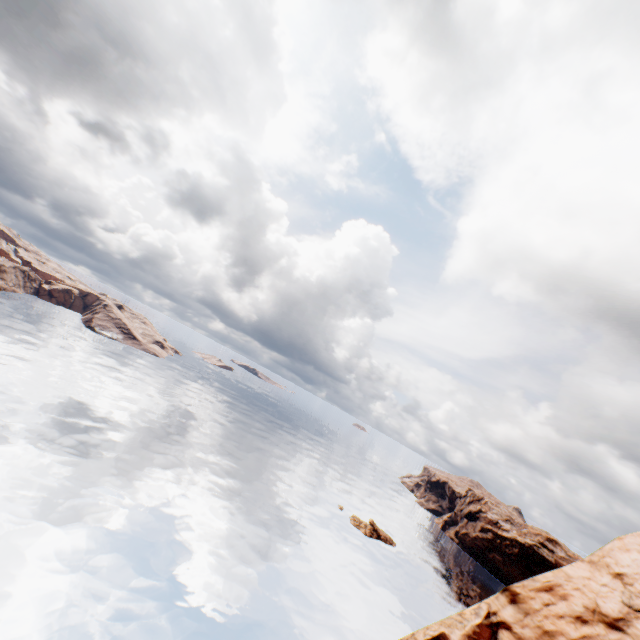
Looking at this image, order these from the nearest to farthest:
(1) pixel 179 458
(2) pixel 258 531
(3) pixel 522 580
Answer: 1. (3) pixel 522 580
2. (2) pixel 258 531
3. (1) pixel 179 458
